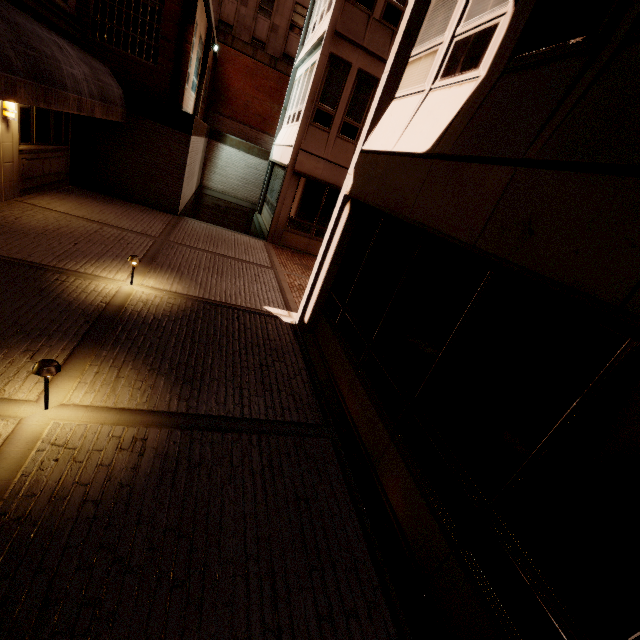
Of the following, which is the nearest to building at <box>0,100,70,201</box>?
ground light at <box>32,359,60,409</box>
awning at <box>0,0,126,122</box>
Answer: awning at <box>0,0,126,122</box>

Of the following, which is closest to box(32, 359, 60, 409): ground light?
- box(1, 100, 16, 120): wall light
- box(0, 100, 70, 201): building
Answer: box(0, 100, 70, 201): building

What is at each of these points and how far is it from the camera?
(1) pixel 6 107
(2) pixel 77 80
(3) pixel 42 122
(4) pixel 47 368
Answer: (1) wall light, 7.2 meters
(2) awning, 7.1 meters
(3) building, 8.9 meters
(4) ground light, 3.2 meters

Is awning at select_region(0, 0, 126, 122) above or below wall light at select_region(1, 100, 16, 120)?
above

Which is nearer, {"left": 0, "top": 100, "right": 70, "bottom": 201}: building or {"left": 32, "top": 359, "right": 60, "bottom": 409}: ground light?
{"left": 32, "top": 359, "right": 60, "bottom": 409}: ground light

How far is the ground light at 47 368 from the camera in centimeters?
313cm

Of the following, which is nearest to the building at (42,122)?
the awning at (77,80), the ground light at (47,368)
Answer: the awning at (77,80)

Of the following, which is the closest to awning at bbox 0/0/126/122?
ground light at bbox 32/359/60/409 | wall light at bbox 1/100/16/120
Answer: wall light at bbox 1/100/16/120
